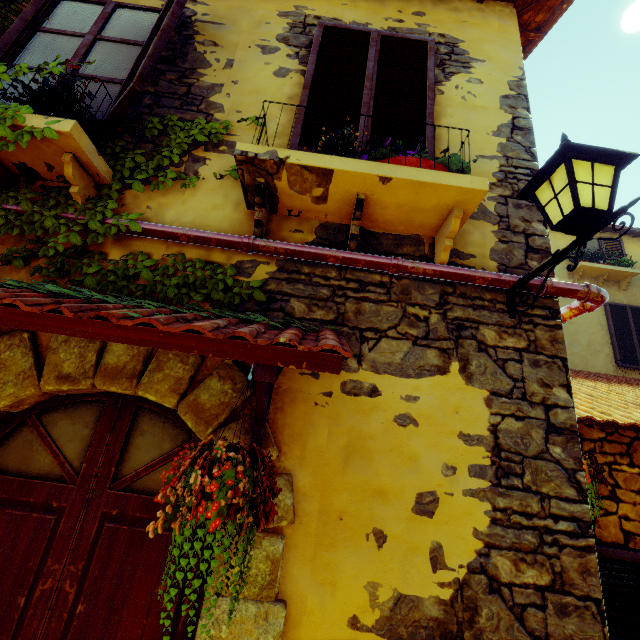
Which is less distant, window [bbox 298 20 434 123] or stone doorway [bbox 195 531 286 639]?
stone doorway [bbox 195 531 286 639]

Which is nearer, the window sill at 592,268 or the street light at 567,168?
the street light at 567,168

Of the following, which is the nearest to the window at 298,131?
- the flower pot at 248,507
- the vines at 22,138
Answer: the vines at 22,138

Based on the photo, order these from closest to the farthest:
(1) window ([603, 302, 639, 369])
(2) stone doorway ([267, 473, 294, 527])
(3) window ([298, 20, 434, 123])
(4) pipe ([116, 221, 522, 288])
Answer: (2) stone doorway ([267, 473, 294, 527])
(4) pipe ([116, 221, 522, 288])
(3) window ([298, 20, 434, 123])
(1) window ([603, 302, 639, 369])

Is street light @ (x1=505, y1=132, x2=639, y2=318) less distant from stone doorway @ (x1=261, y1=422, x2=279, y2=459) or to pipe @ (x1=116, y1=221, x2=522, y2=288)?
pipe @ (x1=116, y1=221, x2=522, y2=288)

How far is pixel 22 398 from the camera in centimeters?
177cm

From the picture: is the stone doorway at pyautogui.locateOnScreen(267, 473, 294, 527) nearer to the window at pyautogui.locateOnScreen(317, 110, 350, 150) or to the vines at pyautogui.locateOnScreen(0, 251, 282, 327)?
the vines at pyautogui.locateOnScreen(0, 251, 282, 327)

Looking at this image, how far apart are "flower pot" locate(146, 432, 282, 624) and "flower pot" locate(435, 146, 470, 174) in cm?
173
